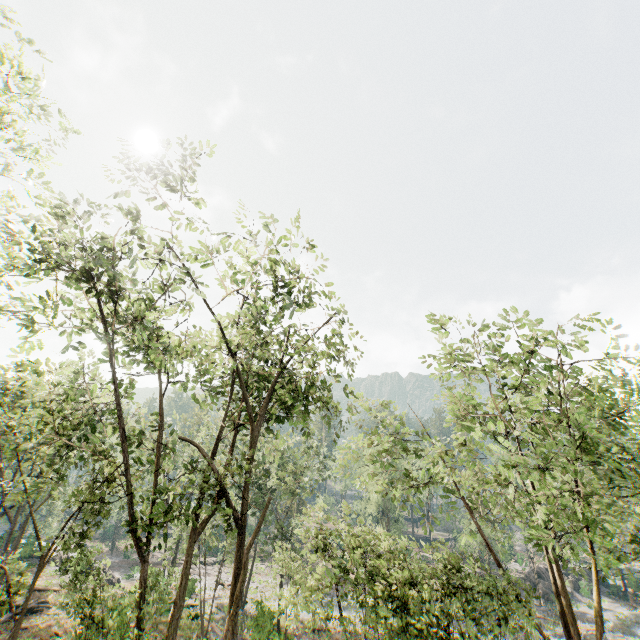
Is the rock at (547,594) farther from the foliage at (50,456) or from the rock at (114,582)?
the rock at (114,582)

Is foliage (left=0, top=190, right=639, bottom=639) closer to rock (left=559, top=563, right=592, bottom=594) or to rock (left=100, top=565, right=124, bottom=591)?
rock (left=100, top=565, right=124, bottom=591)

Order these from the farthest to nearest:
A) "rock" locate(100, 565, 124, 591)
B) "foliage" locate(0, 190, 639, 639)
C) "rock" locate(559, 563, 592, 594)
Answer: "rock" locate(559, 563, 592, 594) → "rock" locate(100, 565, 124, 591) → "foliage" locate(0, 190, 639, 639)

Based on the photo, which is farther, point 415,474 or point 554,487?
point 415,474

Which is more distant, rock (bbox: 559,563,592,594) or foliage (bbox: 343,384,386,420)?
rock (bbox: 559,563,592,594)

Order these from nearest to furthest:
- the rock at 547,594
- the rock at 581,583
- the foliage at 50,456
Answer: the foliage at 50,456 < the rock at 547,594 < the rock at 581,583
